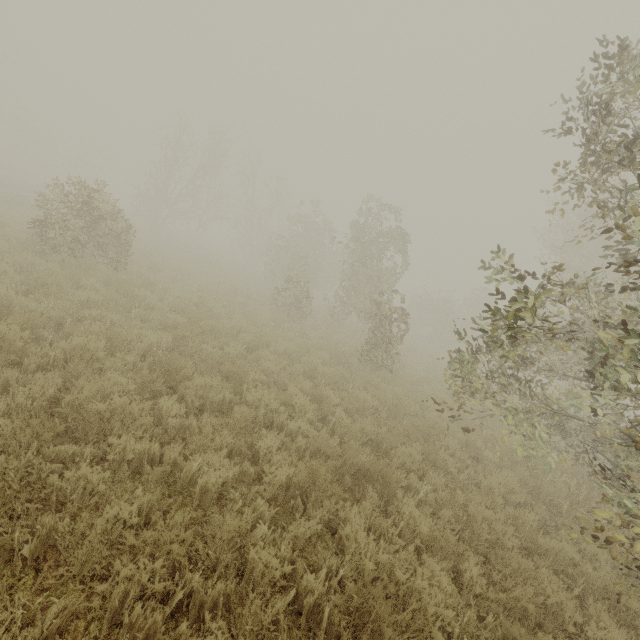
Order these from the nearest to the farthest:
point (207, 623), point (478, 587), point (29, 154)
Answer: point (207, 623)
point (478, 587)
point (29, 154)
